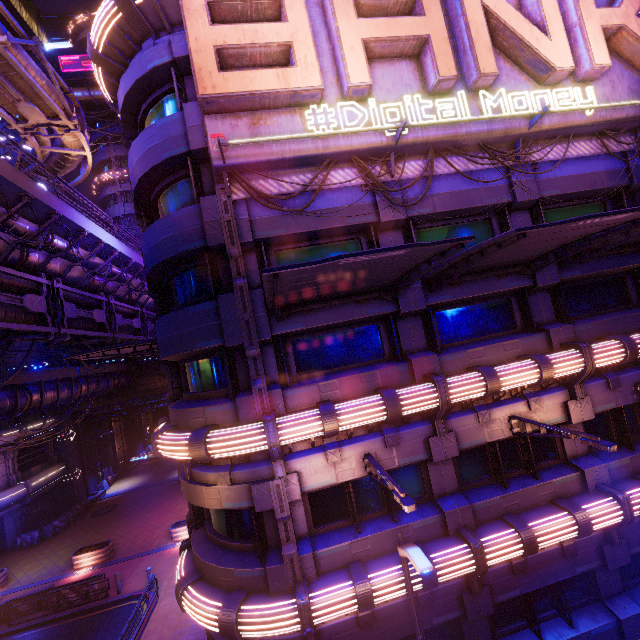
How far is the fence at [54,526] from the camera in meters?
25.3

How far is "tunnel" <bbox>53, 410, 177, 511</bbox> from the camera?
31.16m

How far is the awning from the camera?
13.2m

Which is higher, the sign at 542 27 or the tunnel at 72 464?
the sign at 542 27

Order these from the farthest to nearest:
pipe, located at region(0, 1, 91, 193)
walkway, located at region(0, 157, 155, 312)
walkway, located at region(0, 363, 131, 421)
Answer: walkway, located at region(0, 363, 131, 421) → pipe, located at region(0, 1, 91, 193) → walkway, located at region(0, 157, 155, 312)

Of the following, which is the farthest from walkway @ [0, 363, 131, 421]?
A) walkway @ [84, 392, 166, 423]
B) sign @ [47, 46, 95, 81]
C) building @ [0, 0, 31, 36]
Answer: sign @ [47, 46, 95, 81]

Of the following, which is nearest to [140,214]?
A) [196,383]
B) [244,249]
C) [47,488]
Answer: [244,249]

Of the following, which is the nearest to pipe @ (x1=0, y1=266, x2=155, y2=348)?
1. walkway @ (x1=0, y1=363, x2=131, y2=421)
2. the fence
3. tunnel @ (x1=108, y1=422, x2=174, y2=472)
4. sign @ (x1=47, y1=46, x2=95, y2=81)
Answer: walkway @ (x1=0, y1=363, x2=131, y2=421)
